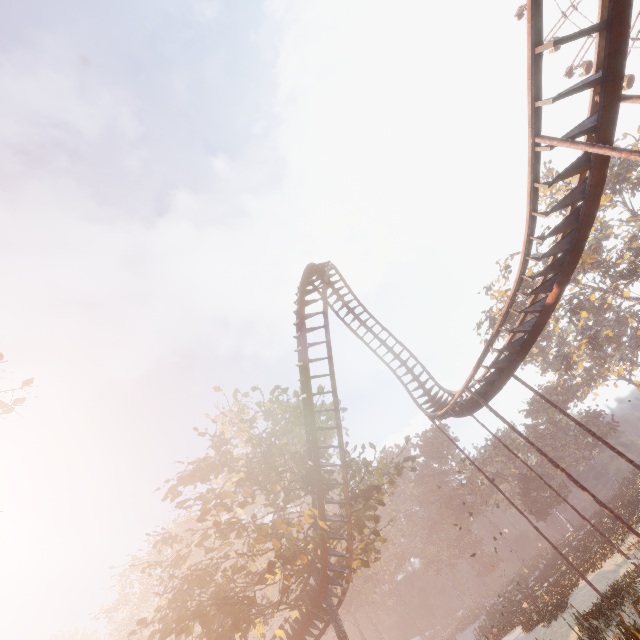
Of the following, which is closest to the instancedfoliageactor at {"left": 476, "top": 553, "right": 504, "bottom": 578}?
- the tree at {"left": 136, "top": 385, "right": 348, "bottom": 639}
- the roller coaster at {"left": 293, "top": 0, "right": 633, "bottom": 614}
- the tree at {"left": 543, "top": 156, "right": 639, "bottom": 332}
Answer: the tree at {"left": 136, "top": 385, "right": 348, "bottom": 639}

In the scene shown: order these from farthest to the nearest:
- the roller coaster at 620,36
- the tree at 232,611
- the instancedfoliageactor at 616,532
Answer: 1. the instancedfoliageactor at 616,532
2. the tree at 232,611
3. the roller coaster at 620,36

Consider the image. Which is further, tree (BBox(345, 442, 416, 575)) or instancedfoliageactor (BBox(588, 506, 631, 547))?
instancedfoliageactor (BBox(588, 506, 631, 547))

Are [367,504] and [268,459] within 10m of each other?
yes

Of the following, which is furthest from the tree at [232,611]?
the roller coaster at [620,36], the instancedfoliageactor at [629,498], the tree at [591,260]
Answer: the tree at [591,260]

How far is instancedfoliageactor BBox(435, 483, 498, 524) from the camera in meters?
55.9
